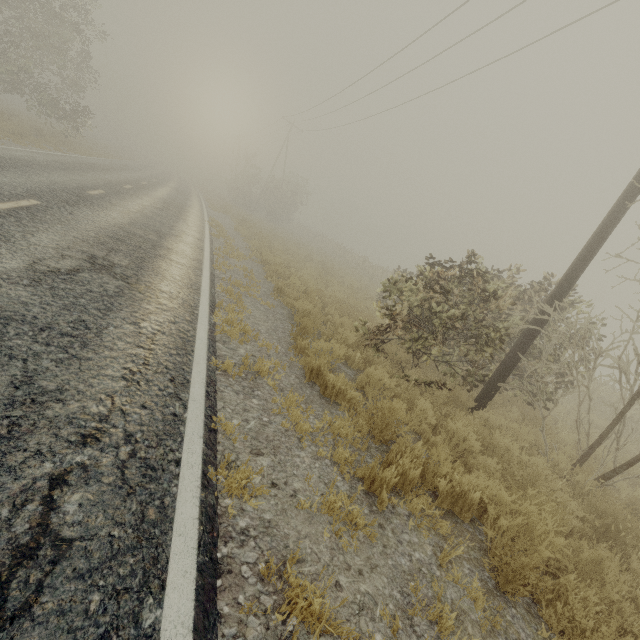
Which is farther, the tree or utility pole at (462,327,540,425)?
the tree

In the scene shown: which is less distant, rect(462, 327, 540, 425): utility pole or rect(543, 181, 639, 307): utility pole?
rect(543, 181, 639, 307): utility pole

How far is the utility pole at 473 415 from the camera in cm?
655

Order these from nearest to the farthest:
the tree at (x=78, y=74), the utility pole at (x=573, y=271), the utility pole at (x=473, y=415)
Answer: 1. the utility pole at (x=573, y=271)
2. the utility pole at (x=473, y=415)
3. the tree at (x=78, y=74)

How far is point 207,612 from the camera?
1.82m

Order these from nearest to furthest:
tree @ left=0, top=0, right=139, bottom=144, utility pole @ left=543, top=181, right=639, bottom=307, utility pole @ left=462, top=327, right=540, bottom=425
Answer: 1. utility pole @ left=543, top=181, right=639, bottom=307
2. utility pole @ left=462, top=327, right=540, bottom=425
3. tree @ left=0, top=0, right=139, bottom=144

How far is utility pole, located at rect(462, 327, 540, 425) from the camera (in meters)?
6.55

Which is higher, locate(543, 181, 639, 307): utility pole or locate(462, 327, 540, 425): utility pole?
locate(543, 181, 639, 307): utility pole
